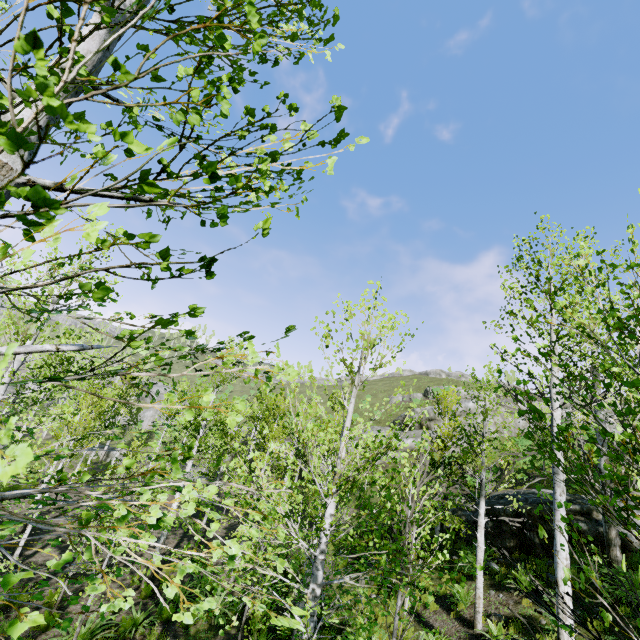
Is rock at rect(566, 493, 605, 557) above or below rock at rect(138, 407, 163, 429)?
above

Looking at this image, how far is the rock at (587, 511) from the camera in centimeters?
972cm

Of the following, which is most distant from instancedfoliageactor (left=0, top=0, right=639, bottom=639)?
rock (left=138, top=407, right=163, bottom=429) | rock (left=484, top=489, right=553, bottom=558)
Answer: rock (left=484, top=489, right=553, bottom=558)

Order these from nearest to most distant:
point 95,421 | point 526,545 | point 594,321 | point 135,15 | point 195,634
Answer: point 135,15 < point 594,321 < point 195,634 < point 526,545 < point 95,421

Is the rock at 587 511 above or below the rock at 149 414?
above

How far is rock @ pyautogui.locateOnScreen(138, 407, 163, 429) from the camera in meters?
49.4 m

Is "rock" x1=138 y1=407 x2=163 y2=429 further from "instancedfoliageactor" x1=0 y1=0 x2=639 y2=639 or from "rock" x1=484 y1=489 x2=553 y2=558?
"rock" x1=484 y1=489 x2=553 y2=558
